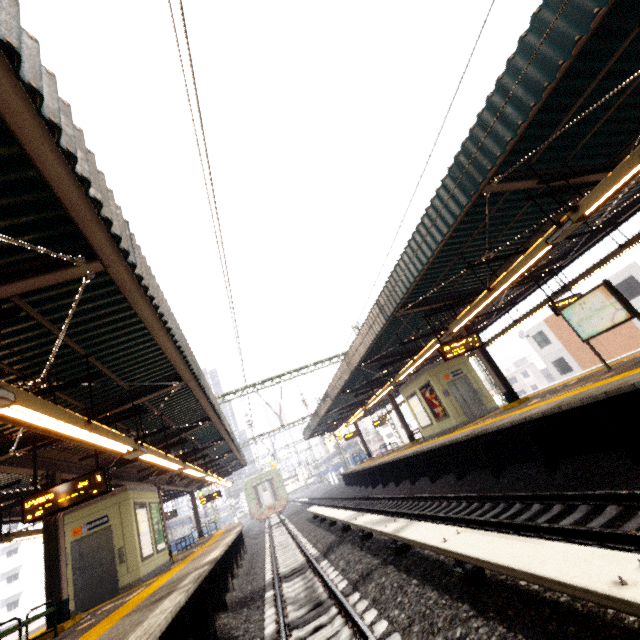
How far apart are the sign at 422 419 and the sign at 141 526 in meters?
12.6

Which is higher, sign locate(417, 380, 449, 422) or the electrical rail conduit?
sign locate(417, 380, 449, 422)

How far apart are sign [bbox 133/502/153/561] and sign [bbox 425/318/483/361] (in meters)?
11.51

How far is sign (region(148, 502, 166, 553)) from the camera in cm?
1208

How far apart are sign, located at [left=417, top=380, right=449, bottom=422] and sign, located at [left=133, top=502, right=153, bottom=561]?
12.5 meters

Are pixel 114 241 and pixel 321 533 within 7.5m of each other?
no

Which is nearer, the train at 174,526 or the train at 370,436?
the train at 174,526

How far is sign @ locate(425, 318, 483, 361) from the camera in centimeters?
1007cm
